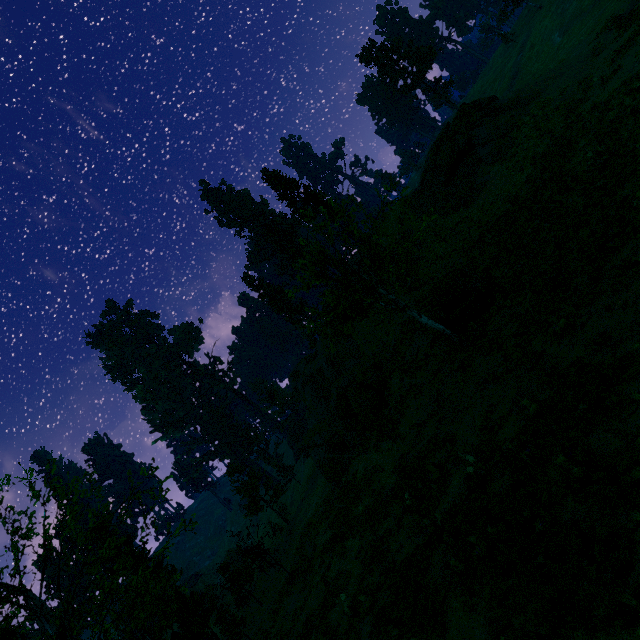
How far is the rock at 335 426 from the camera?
27.9 meters

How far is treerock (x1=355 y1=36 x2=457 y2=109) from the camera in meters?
49.8 m

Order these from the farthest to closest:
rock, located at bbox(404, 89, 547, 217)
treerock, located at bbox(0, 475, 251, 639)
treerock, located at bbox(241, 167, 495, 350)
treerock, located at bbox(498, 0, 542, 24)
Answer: treerock, located at bbox(498, 0, 542, 24)
rock, located at bbox(404, 89, 547, 217)
treerock, located at bbox(241, 167, 495, 350)
treerock, located at bbox(0, 475, 251, 639)

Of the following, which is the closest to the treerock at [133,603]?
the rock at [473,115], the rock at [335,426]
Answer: the rock at [335,426]

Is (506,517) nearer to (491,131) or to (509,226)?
(509,226)

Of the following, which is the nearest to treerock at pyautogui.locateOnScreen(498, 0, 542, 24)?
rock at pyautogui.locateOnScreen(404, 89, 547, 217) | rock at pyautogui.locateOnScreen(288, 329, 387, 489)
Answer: rock at pyautogui.locateOnScreen(288, 329, 387, 489)
